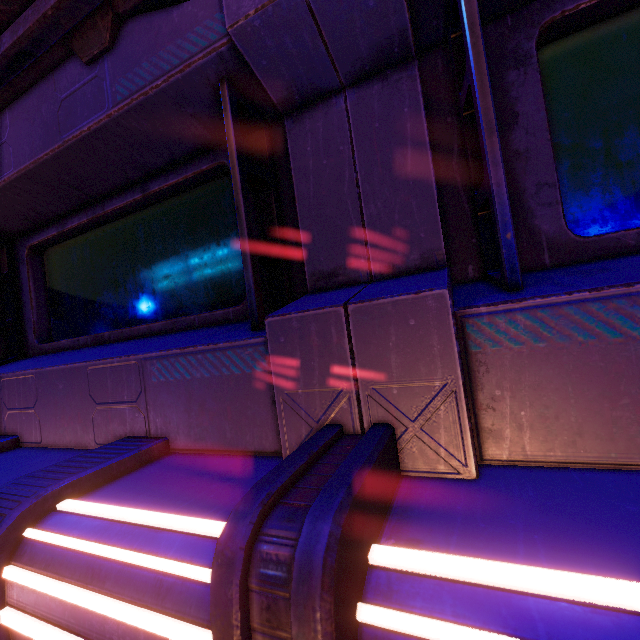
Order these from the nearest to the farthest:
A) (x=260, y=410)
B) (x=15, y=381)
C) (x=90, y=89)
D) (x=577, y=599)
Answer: (x=577, y=599) < (x=260, y=410) < (x=90, y=89) < (x=15, y=381)
